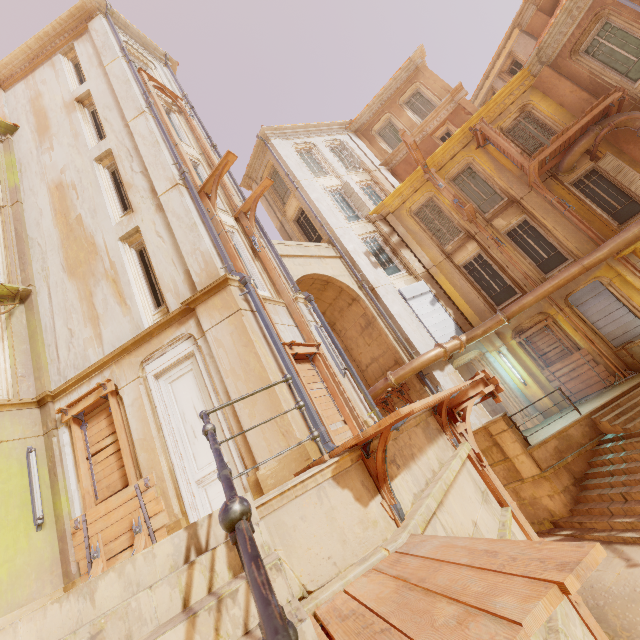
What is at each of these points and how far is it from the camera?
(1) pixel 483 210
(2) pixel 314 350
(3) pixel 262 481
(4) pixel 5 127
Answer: (1) window, 15.2m
(2) wood, 8.6m
(3) column, 5.9m
(4) trim, 12.7m

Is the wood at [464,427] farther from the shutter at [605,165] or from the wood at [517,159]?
the shutter at [605,165]

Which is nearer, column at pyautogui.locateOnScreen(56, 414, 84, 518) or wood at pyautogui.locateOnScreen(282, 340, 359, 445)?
column at pyautogui.locateOnScreen(56, 414, 84, 518)

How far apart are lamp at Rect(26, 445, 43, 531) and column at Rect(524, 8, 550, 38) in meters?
25.5

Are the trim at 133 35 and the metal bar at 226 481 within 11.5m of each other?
no

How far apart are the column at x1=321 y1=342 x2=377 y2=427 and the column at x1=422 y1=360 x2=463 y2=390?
4.5 meters

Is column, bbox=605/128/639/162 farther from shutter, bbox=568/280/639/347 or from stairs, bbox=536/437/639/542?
stairs, bbox=536/437/639/542

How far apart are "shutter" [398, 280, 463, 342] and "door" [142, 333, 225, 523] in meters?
9.7 m
